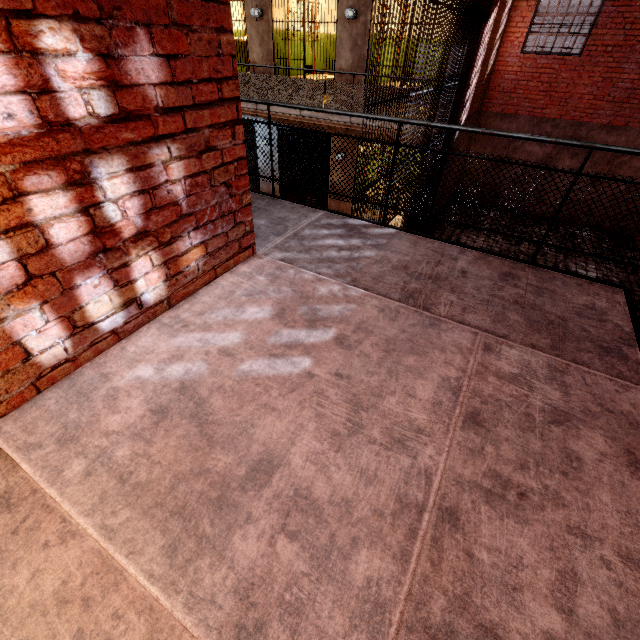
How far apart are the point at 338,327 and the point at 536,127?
12.52m

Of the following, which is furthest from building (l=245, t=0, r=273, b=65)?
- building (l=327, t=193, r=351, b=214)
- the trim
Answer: the trim

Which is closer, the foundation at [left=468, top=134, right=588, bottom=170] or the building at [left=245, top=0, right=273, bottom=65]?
the building at [left=245, top=0, right=273, bottom=65]

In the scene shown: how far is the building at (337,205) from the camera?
10.9 meters

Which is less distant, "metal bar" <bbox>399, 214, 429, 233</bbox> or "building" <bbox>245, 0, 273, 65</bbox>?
"metal bar" <bbox>399, 214, 429, 233</bbox>

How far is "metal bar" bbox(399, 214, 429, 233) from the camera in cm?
690

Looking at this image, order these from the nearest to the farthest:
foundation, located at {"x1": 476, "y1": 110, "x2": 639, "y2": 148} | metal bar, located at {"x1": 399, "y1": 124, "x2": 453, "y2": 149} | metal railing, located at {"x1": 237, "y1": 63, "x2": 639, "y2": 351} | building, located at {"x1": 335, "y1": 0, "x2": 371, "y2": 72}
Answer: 1. metal railing, located at {"x1": 237, "y1": 63, "x2": 639, "y2": 351}
2. metal bar, located at {"x1": 399, "y1": 124, "x2": 453, "y2": 149}
3. building, located at {"x1": 335, "y1": 0, "x2": 371, "y2": 72}
4. foundation, located at {"x1": 476, "y1": 110, "x2": 639, "y2": 148}

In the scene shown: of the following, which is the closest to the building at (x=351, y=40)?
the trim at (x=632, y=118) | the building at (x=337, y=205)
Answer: the building at (x=337, y=205)
